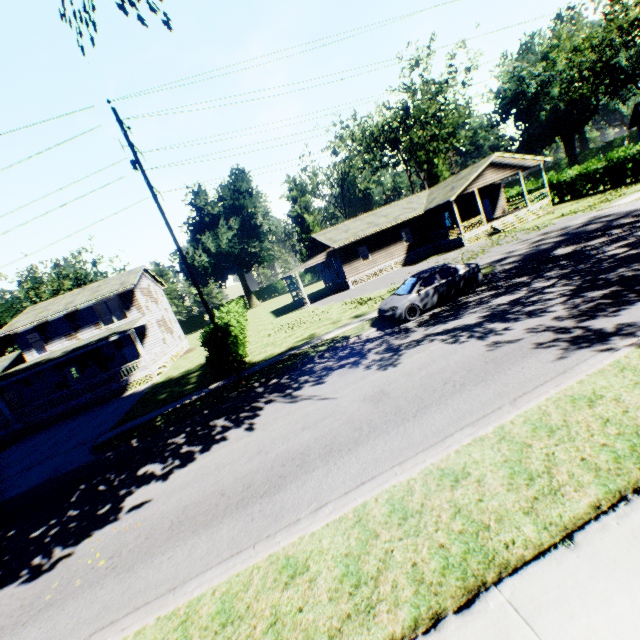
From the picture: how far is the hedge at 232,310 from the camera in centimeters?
1644cm

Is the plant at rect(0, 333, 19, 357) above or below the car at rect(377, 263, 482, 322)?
above

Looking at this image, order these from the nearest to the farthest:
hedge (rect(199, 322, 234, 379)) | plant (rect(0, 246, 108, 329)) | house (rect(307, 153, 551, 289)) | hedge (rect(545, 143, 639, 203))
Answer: hedge (rect(199, 322, 234, 379))
hedge (rect(545, 143, 639, 203))
house (rect(307, 153, 551, 289))
plant (rect(0, 246, 108, 329))

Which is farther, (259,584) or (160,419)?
(160,419)

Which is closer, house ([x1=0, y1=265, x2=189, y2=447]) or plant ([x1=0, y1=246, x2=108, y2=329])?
house ([x1=0, y1=265, x2=189, y2=447])

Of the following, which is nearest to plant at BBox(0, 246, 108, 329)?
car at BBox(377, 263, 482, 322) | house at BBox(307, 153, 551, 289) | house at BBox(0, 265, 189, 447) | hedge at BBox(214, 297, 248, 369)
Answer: house at BBox(0, 265, 189, 447)

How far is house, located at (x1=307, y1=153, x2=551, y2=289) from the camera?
29.1m

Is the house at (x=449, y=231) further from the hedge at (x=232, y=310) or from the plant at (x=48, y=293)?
the plant at (x=48, y=293)
